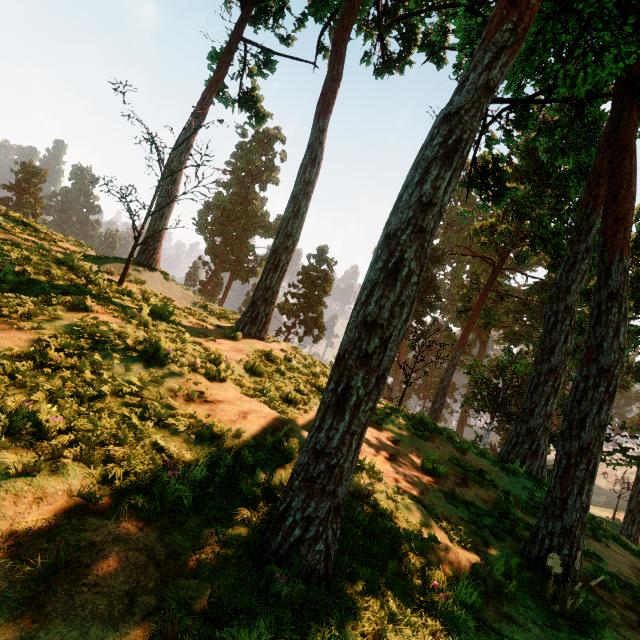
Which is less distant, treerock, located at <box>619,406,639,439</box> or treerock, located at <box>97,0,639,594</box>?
treerock, located at <box>97,0,639,594</box>

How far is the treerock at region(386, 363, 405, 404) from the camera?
19.5m

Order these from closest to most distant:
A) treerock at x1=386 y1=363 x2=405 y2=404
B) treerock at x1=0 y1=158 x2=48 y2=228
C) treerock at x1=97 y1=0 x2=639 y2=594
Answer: treerock at x1=97 y1=0 x2=639 y2=594 → treerock at x1=386 y1=363 x2=405 y2=404 → treerock at x1=0 y1=158 x2=48 y2=228

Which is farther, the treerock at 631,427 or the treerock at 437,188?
the treerock at 631,427

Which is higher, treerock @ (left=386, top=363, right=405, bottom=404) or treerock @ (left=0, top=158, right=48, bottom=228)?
treerock @ (left=0, top=158, right=48, bottom=228)

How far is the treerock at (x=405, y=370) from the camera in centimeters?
1951cm

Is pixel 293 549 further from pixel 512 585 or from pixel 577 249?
pixel 577 249
